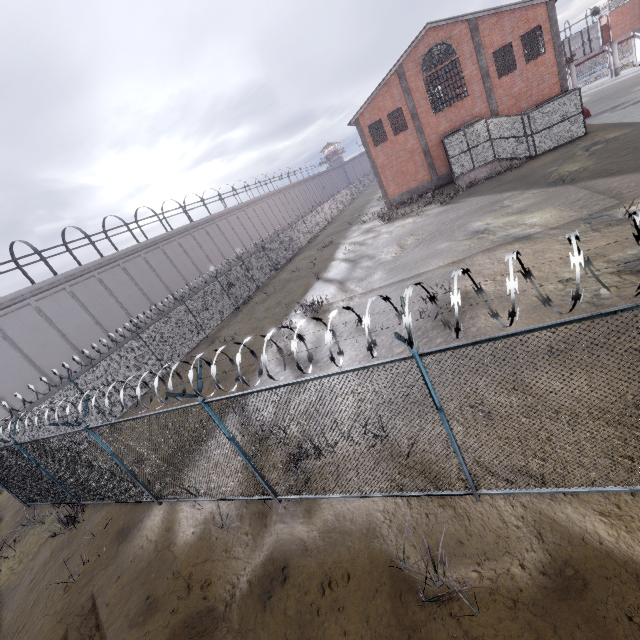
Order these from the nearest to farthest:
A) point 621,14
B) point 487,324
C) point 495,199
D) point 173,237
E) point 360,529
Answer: point 360,529, point 487,324, point 495,199, point 173,237, point 621,14

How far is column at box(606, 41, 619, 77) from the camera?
40.47m

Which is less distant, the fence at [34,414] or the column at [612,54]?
the fence at [34,414]

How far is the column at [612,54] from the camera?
40.5m

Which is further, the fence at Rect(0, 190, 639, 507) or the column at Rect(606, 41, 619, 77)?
the column at Rect(606, 41, 619, 77)
